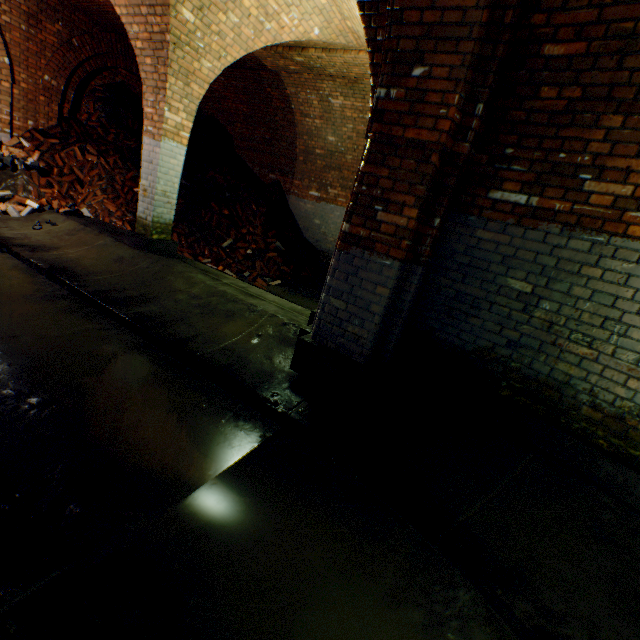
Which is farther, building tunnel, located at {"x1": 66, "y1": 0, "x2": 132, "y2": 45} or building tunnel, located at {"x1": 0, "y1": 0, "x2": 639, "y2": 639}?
building tunnel, located at {"x1": 66, "y1": 0, "x2": 132, "y2": 45}

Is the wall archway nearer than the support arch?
Yes

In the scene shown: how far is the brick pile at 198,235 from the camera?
8.2m

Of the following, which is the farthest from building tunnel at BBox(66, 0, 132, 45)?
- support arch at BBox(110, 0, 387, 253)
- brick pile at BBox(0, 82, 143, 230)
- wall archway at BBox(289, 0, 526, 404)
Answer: wall archway at BBox(289, 0, 526, 404)

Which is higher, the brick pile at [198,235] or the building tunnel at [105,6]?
the building tunnel at [105,6]

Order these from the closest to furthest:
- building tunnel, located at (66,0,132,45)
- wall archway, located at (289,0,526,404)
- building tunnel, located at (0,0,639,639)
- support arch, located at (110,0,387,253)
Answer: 1. building tunnel, located at (0,0,639,639)
2. wall archway, located at (289,0,526,404)
3. support arch, located at (110,0,387,253)
4. building tunnel, located at (66,0,132,45)

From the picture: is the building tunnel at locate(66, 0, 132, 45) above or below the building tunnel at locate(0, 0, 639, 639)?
above

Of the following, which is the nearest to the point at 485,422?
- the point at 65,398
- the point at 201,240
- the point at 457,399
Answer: the point at 457,399
